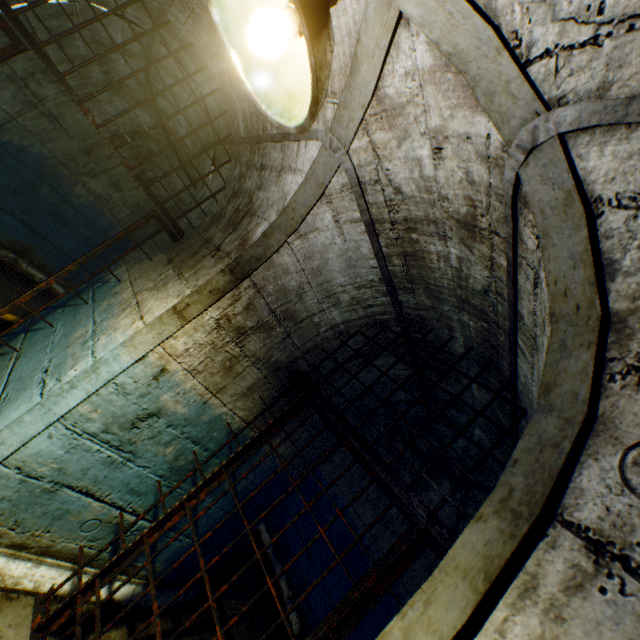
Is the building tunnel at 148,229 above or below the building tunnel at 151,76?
below

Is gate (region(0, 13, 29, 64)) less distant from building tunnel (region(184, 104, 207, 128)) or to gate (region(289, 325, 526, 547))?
building tunnel (region(184, 104, 207, 128))

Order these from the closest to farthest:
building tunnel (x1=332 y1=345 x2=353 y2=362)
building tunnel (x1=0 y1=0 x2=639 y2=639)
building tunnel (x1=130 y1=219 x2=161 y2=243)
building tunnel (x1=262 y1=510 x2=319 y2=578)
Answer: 1. building tunnel (x1=0 y1=0 x2=639 y2=639)
2. building tunnel (x1=332 y1=345 x2=353 y2=362)
3. building tunnel (x1=262 y1=510 x2=319 y2=578)
4. building tunnel (x1=130 y1=219 x2=161 y2=243)

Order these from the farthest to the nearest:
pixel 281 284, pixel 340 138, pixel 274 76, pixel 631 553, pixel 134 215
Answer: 1. pixel 134 215
2. pixel 281 284
3. pixel 340 138
4. pixel 274 76
5. pixel 631 553

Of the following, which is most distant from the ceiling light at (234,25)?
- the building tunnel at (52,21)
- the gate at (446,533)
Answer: the gate at (446,533)

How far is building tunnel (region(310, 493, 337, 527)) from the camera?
5.44m
